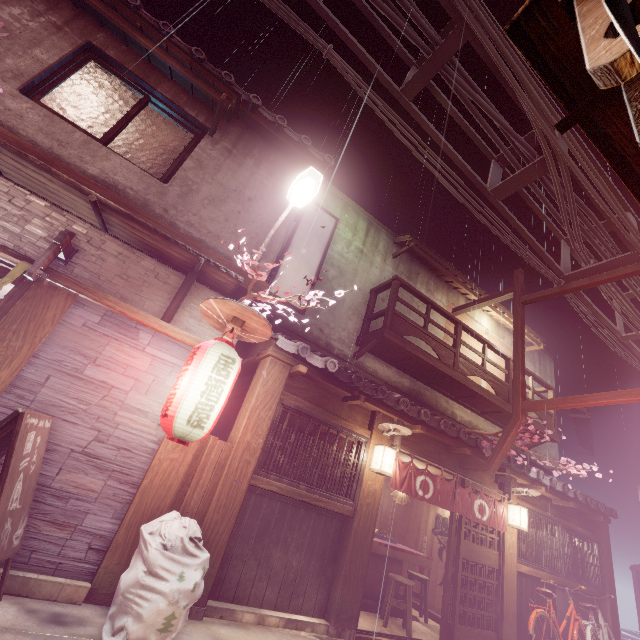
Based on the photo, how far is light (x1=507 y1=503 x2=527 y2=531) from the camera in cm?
1224

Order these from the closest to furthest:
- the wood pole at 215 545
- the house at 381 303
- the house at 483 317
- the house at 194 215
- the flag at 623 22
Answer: the flag at 623 22, the wood pole at 215 545, the house at 194 215, the house at 381 303, the house at 483 317

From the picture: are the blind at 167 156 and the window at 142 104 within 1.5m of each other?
yes

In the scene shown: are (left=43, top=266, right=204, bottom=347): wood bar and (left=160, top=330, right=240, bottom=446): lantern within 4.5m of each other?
yes

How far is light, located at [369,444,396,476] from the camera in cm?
969

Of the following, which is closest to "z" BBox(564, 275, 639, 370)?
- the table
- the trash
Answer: the trash

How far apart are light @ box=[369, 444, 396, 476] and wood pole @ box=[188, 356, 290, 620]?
3.6m

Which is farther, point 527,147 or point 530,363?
point 530,363
